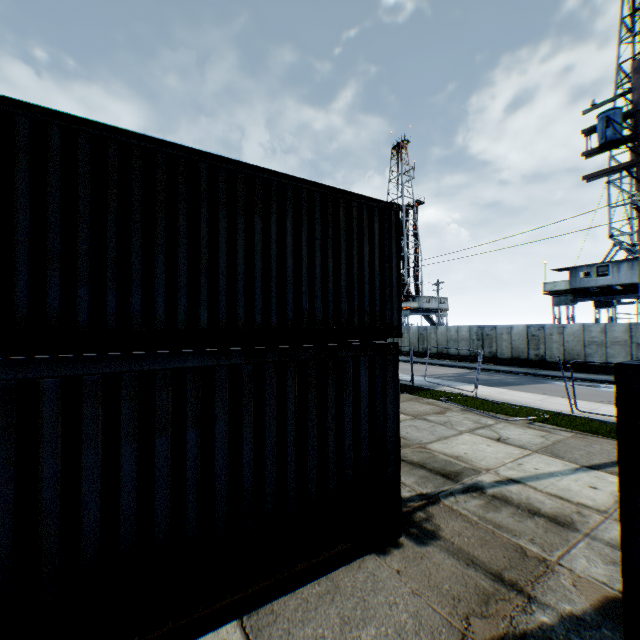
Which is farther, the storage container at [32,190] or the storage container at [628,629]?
the storage container at [32,190]

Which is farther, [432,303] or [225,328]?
[432,303]

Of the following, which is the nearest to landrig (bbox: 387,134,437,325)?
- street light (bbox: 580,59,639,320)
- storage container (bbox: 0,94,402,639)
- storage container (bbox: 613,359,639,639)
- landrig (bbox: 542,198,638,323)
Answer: landrig (bbox: 542,198,638,323)

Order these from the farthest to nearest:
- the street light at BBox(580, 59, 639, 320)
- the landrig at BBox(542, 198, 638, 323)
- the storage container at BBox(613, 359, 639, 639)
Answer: the landrig at BBox(542, 198, 638, 323) → the street light at BBox(580, 59, 639, 320) → the storage container at BBox(613, 359, 639, 639)

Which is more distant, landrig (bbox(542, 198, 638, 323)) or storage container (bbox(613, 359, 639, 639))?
landrig (bbox(542, 198, 638, 323))

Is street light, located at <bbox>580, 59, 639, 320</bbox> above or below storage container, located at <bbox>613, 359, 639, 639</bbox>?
above

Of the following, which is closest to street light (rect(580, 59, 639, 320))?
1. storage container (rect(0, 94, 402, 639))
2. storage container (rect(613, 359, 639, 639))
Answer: storage container (rect(613, 359, 639, 639))

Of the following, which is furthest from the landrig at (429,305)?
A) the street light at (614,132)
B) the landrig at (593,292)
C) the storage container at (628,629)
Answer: the storage container at (628,629)
